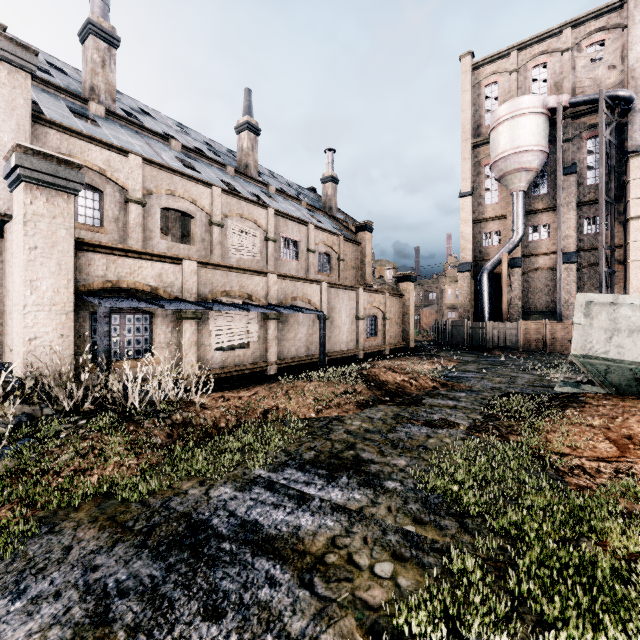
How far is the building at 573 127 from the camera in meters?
30.8 m

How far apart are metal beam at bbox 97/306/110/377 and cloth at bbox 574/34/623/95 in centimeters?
4386cm

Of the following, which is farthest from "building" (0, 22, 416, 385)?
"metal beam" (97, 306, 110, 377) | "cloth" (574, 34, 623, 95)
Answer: "cloth" (574, 34, 623, 95)

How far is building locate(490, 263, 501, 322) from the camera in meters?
35.6 m

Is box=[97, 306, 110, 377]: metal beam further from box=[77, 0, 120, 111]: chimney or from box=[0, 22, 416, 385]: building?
box=[77, 0, 120, 111]: chimney

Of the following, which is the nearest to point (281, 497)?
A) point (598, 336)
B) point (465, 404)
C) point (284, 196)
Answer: point (465, 404)

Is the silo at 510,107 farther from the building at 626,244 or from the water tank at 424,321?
the water tank at 424,321
